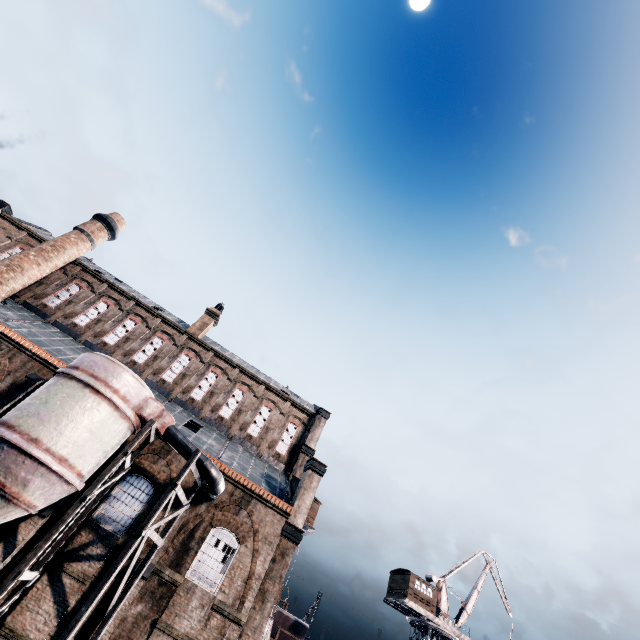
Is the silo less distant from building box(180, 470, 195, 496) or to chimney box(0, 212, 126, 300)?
building box(180, 470, 195, 496)

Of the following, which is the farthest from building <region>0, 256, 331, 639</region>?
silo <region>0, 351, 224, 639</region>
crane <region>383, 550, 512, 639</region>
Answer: crane <region>383, 550, 512, 639</region>

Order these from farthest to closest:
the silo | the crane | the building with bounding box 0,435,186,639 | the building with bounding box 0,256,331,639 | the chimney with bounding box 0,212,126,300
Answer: the crane → the chimney with bounding box 0,212,126,300 → the building with bounding box 0,256,331,639 → the building with bounding box 0,435,186,639 → the silo

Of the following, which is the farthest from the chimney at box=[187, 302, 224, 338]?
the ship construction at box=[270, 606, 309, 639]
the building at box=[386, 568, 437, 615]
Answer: the building at box=[386, 568, 437, 615]

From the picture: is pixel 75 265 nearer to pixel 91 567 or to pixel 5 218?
pixel 5 218

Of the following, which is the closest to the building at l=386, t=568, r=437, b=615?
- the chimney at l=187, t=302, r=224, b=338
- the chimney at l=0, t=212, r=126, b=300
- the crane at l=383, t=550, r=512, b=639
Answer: the crane at l=383, t=550, r=512, b=639

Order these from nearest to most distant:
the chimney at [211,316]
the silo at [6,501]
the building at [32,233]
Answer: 1. the silo at [6,501]
2. the building at [32,233]
3. the chimney at [211,316]

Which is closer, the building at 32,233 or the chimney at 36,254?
the chimney at 36,254
